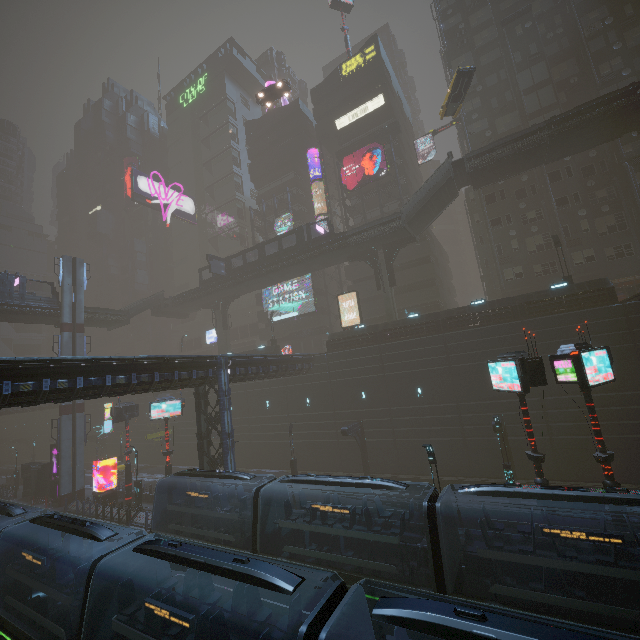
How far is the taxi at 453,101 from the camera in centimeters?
2675cm

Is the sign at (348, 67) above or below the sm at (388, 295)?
above

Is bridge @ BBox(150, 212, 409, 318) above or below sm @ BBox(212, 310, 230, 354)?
above

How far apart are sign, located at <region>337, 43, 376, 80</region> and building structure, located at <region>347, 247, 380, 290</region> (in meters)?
30.54

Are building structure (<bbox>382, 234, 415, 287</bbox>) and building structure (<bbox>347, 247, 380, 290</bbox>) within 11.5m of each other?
yes

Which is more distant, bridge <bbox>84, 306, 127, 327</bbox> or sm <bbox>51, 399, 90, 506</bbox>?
bridge <bbox>84, 306, 127, 327</bbox>

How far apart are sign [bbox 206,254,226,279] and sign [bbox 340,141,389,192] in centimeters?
1929cm

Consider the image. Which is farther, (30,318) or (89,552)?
(30,318)
